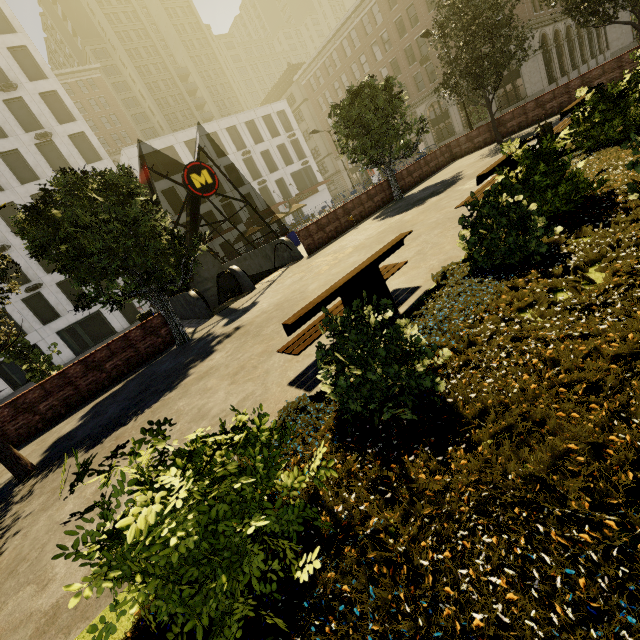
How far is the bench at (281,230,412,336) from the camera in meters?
4.1

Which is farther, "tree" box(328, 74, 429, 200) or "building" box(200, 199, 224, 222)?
"building" box(200, 199, 224, 222)

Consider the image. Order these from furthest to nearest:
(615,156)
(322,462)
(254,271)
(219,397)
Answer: (254,271) → (615,156) → (219,397) → (322,462)

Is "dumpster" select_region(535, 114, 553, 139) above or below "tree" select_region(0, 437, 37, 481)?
above

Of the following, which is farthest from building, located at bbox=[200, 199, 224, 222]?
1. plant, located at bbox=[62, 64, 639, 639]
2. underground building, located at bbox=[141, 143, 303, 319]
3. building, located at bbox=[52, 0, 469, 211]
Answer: plant, located at bbox=[62, 64, 639, 639]

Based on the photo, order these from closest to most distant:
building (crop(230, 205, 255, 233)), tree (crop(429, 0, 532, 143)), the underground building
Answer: the underground building
tree (crop(429, 0, 532, 143))
building (crop(230, 205, 255, 233))

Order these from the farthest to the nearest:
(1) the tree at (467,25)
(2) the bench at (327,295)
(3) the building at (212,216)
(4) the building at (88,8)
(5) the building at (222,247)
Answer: (4) the building at (88,8), (5) the building at (222,247), (3) the building at (212,216), (1) the tree at (467,25), (2) the bench at (327,295)

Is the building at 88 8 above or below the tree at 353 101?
above
